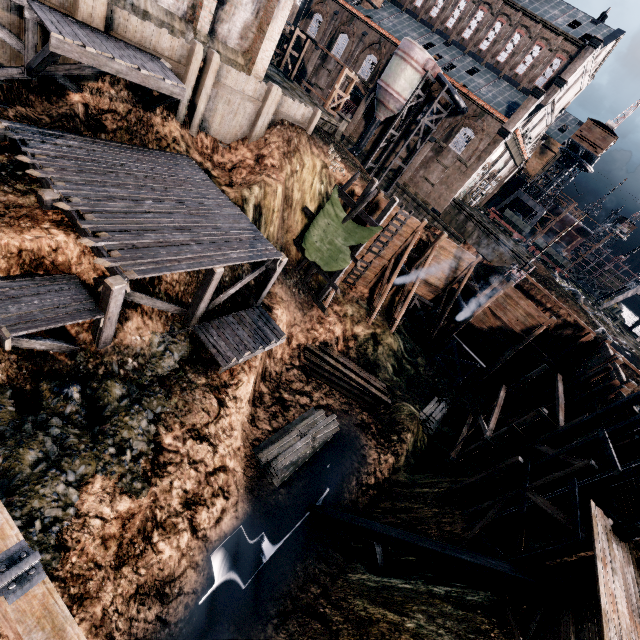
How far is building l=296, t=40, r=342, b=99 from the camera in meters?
48.3 m

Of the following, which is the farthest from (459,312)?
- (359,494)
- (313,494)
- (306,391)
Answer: (313,494)

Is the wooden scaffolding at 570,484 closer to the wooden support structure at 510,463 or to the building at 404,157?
the wooden support structure at 510,463

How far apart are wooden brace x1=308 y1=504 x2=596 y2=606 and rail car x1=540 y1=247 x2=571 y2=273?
49.4 meters

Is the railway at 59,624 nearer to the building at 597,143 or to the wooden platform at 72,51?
the wooden platform at 72,51

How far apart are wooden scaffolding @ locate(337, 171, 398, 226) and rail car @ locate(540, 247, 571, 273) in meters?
40.4

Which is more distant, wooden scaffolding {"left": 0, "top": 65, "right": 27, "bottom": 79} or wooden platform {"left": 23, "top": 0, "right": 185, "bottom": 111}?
wooden scaffolding {"left": 0, "top": 65, "right": 27, "bottom": 79}

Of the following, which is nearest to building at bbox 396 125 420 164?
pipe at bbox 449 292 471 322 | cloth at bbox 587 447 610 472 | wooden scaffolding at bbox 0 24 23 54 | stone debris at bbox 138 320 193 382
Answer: pipe at bbox 449 292 471 322
